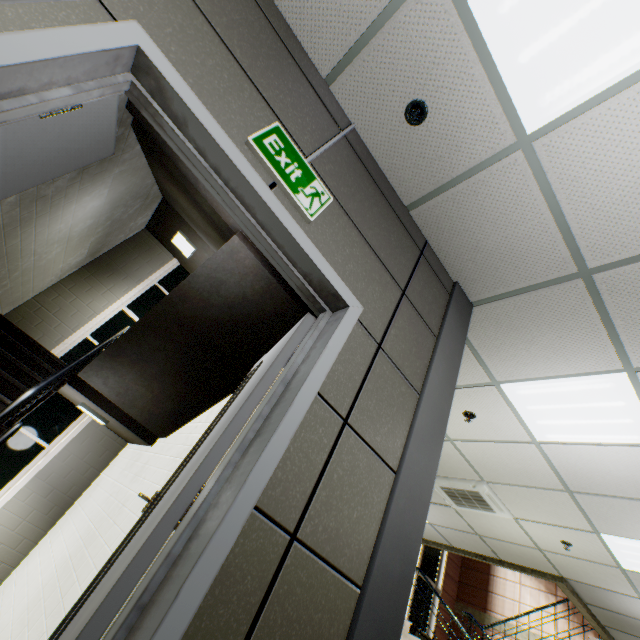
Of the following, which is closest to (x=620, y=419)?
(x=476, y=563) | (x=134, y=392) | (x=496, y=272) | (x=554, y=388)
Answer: (x=554, y=388)

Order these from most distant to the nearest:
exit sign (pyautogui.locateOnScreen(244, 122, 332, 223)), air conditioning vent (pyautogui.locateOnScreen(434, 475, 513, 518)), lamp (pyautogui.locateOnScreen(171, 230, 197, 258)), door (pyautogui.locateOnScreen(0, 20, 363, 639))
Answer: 1. lamp (pyautogui.locateOnScreen(171, 230, 197, 258))
2. air conditioning vent (pyautogui.locateOnScreen(434, 475, 513, 518))
3. exit sign (pyautogui.locateOnScreen(244, 122, 332, 223))
4. door (pyautogui.locateOnScreen(0, 20, 363, 639))

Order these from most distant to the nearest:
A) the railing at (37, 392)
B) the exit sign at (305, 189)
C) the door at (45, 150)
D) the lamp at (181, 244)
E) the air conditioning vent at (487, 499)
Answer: the lamp at (181, 244), the air conditioning vent at (487, 499), the railing at (37, 392), the exit sign at (305, 189), the door at (45, 150)

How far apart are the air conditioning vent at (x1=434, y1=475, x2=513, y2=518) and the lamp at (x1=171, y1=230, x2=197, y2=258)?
6.24m

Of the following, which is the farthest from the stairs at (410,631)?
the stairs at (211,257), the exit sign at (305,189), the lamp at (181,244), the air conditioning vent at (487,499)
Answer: the lamp at (181,244)

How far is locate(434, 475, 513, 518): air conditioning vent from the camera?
4.7m

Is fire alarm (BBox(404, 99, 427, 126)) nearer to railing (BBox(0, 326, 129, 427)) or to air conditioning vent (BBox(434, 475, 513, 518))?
railing (BBox(0, 326, 129, 427))

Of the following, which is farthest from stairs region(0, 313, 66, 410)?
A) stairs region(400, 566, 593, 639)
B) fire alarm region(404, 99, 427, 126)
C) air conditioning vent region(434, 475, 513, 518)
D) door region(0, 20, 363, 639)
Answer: stairs region(400, 566, 593, 639)
